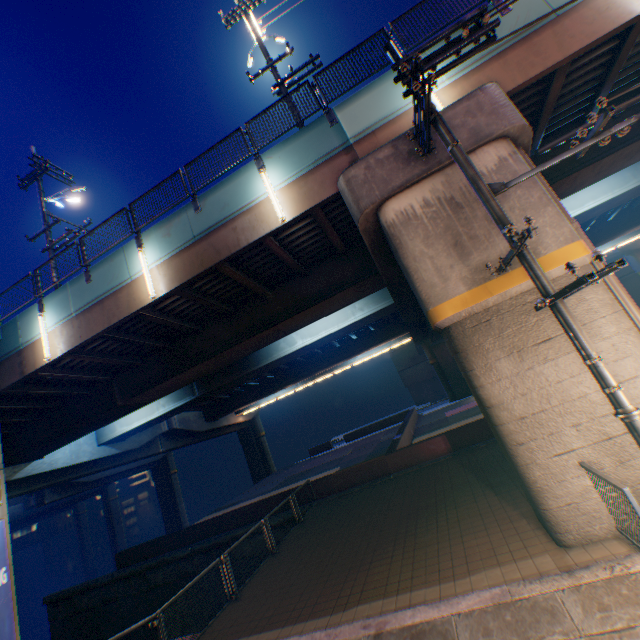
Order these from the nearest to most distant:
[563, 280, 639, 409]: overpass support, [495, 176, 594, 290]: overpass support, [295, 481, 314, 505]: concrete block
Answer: [563, 280, 639, 409]: overpass support → [495, 176, 594, 290]: overpass support → [295, 481, 314, 505]: concrete block

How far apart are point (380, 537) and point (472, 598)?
4.2 meters

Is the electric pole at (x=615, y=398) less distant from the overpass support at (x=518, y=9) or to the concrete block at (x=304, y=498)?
the overpass support at (x=518, y=9)

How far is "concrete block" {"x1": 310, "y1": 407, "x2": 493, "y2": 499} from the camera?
14.6 meters

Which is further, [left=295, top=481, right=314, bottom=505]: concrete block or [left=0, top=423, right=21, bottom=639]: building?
[left=295, top=481, right=314, bottom=505]: concrete block

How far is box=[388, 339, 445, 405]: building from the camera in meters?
46.4

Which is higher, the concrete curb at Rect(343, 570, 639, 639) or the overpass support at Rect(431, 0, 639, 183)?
the overpass support at Rect(431, 0, 639, 183)

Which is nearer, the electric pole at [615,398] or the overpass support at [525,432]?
the electric pole at [615,398]
